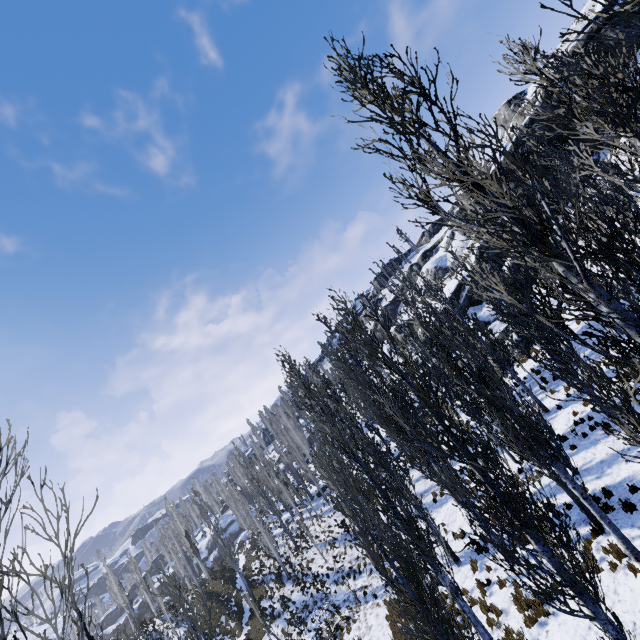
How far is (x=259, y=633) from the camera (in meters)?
23.69

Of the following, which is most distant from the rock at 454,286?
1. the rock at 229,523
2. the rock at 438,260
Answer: the rock at 229,523

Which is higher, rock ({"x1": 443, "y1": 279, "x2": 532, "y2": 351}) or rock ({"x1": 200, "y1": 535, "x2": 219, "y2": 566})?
rock ({"x1": 443, "y1": 279, "x2": 532, "y2": 351})

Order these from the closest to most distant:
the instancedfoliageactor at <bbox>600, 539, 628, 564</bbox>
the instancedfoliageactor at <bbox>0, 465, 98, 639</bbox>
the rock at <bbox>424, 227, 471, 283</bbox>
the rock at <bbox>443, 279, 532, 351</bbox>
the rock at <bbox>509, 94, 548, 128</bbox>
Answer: the instancedfoliageactor at <bbox>0, 465, 98, 639</bbox> < the instancedfoliageactor at <bbox>600, 539, 628, 564</bbox> < the rock at <bbox>443, 279, 532, 351</bbox> < the rock at <bbox>509, 94, 548, 128</bbox> < the rock at <bbox>424, 227, 471, 283</bbox>

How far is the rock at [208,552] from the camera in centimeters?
5644cm

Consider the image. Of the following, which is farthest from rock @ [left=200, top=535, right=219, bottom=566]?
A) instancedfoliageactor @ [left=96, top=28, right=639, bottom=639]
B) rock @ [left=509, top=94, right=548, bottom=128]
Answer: rock @ [left=509, top=94, right=548, bottom=128]
